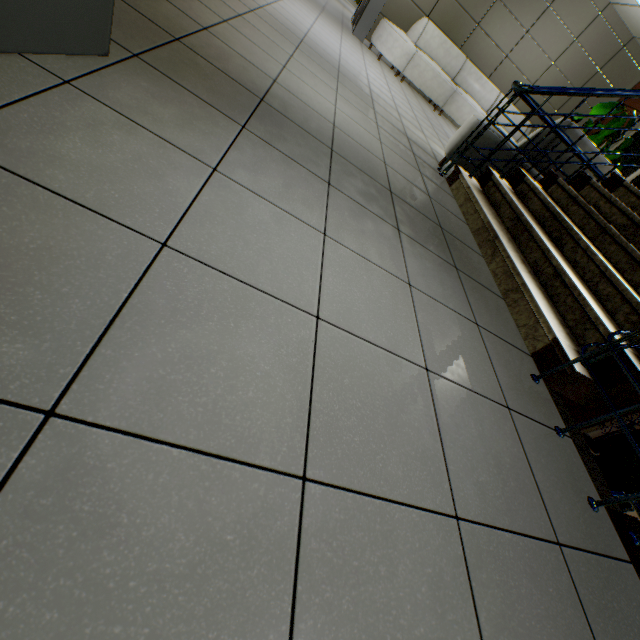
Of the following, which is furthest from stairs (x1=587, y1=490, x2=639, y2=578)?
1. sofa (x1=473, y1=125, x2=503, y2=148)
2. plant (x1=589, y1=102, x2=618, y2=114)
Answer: plant (x1=589, y1=102, x2=618, y2=114)

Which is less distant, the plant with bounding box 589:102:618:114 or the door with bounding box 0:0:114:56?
the door with bounding box 0:0:114:56

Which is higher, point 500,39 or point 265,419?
point 500,39

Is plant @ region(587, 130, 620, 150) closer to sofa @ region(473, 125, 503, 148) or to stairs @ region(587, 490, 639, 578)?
sofa @ region(473, 125, 503, 148)

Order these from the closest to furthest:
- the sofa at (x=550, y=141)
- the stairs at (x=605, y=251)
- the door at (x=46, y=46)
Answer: the door at (x=46, y=46)
the stairs at (x=605, y=251)
the sofa at (x=550, y=141)

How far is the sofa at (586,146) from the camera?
3.52m

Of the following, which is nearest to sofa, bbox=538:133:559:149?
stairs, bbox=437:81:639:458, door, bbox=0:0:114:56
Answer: stairs, bbox=437:81:639:458

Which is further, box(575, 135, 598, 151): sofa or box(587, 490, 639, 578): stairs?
box(575, 135, 598, 151): sofa
